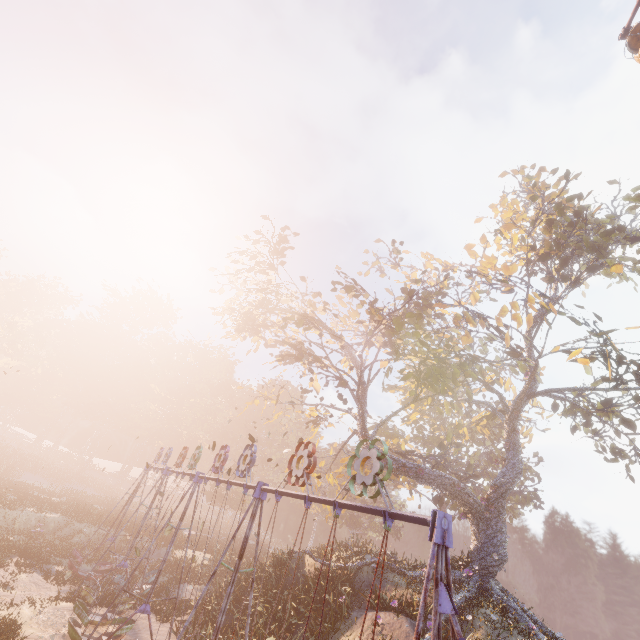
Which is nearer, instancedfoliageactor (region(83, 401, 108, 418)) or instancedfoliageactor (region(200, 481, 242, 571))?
instancedfoliageactor (region(200, 481, 242, 571))

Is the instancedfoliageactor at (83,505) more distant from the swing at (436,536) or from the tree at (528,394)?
the tree at (528,394)

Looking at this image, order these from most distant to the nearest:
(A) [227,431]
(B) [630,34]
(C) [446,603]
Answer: (A) [227,431] → (B) [630,34] → (C) [446,603]

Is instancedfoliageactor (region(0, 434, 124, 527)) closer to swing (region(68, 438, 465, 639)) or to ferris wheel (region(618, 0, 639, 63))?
swing (region(68, 438, 465, 639))

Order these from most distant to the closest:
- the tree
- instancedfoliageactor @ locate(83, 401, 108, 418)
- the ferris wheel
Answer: instancedfoliageactor @ locate(83, 401, 108, 418), the tree, the ferris wheel

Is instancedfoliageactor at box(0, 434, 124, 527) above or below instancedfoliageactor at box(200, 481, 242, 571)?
below

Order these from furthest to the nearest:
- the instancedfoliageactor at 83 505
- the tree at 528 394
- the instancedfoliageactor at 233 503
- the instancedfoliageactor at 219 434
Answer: the instancedfoliageactor at 219 434
the instancedfoliageactor at 233 503
the instancedfoliageactor at 83 505
the tree at 528 394
